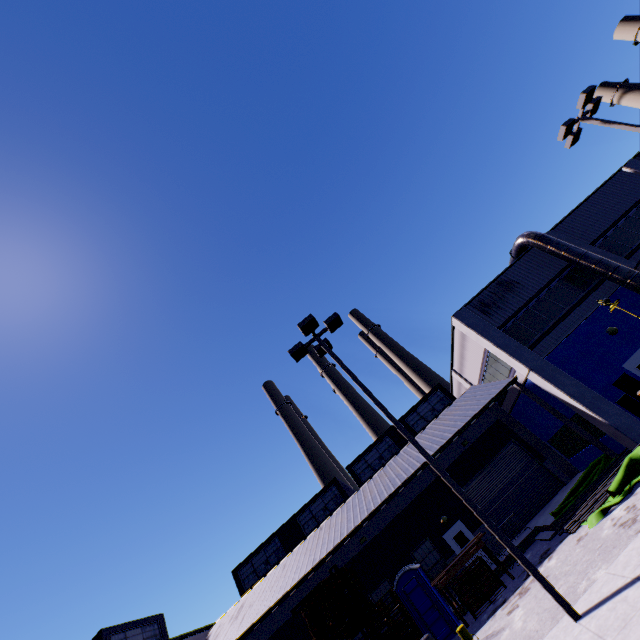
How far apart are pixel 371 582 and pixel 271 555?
9.12m

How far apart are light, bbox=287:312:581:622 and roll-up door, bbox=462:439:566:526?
15.04m

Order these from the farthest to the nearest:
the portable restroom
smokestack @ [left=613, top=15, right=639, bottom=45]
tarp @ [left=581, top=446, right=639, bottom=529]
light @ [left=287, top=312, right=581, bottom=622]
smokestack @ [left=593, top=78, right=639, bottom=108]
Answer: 1. smokestack @ [left=593, top=78, right=639, bottom=108]
2. smokestack @ [left=613, top=15, right=639, bottom=45]
3. the portable restroom
4. tarp @ [left=581, top=446, right=639, bottom=529]
5. light @ [left=287, top=312, right=581, bottom=622]

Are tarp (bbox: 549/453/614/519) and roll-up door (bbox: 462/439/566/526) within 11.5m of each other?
yes

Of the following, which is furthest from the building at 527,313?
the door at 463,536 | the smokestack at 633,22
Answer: the smokestack at 633,22

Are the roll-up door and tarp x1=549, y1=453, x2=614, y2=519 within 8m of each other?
yes

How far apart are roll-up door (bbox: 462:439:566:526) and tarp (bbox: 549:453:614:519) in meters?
5.0 m

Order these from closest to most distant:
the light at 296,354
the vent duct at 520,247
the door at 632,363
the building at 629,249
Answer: the light at 296,354 → the door at 632,363 → the vent duct at 520,247 → the building at 629,249
